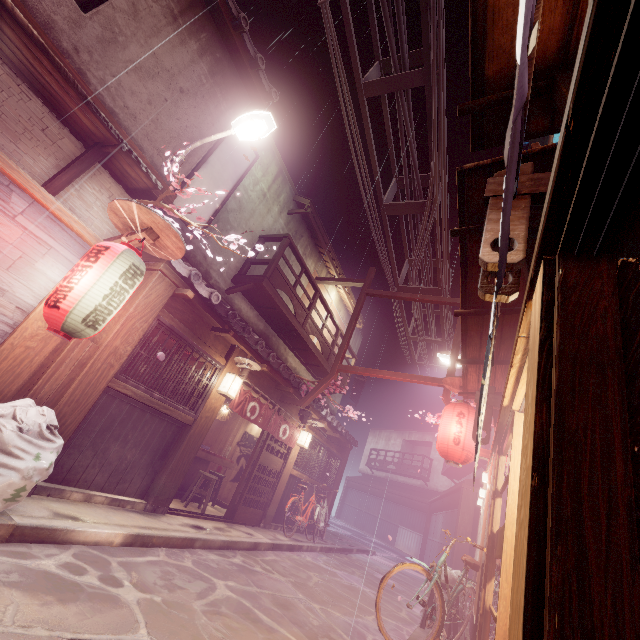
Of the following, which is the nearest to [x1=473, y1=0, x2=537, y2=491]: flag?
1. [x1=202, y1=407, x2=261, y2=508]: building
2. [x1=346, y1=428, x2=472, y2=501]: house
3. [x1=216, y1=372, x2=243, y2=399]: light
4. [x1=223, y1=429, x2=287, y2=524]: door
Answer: [x1=216, y1=372, x2=243, y2=399]: light

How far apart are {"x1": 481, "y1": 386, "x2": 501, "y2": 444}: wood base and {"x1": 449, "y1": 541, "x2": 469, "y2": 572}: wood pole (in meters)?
13.89

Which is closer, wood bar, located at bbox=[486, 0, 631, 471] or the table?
wood bar, located at bbox=[486, 0, 631, 471]

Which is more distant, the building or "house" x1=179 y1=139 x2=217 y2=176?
the building

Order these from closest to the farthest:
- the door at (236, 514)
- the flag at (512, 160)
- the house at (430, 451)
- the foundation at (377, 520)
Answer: the flag at (512, 160) < the door at (236, 514) < the foundation at (377, 520) < the house at (430, 451)

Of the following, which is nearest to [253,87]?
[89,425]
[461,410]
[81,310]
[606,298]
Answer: [81,310]

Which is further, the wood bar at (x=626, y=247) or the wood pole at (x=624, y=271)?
the wood bar at (x=626, y=247)

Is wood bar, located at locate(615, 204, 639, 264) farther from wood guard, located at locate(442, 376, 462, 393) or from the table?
the table
